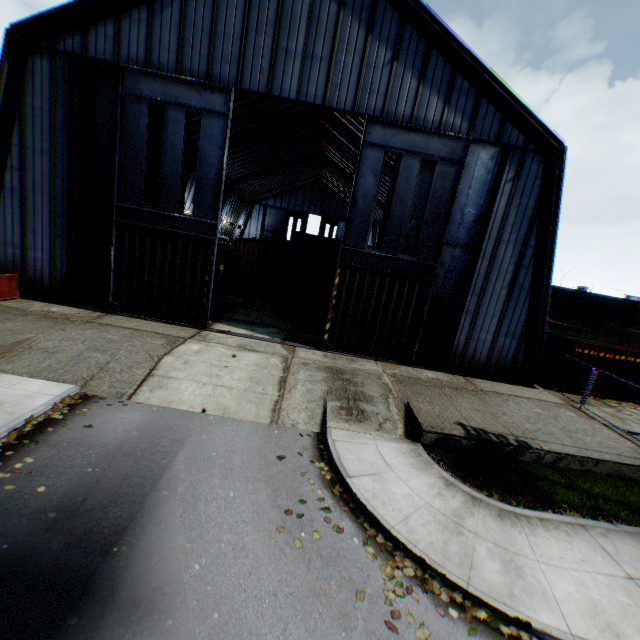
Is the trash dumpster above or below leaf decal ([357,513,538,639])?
above

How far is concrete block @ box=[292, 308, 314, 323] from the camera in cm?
2009

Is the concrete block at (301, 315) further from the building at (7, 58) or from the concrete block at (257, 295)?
the building at (7, 58)

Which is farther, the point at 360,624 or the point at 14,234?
the point at 14,234

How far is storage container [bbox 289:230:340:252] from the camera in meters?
32.2 m

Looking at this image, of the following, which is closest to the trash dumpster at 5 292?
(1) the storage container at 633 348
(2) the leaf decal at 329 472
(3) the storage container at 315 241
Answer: (2) the leaf decal at 329 472

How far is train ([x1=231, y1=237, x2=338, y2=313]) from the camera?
18.81m

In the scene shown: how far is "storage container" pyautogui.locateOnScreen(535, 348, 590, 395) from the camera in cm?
1770
